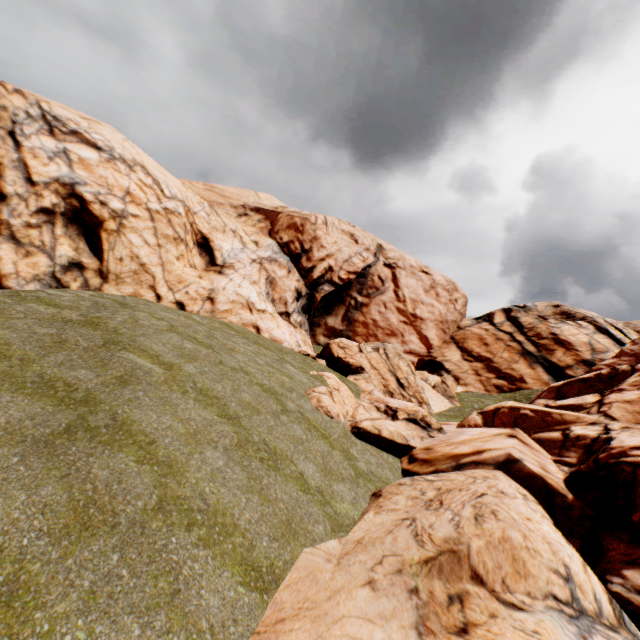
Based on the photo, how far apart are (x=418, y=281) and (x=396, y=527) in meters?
35.4 m
